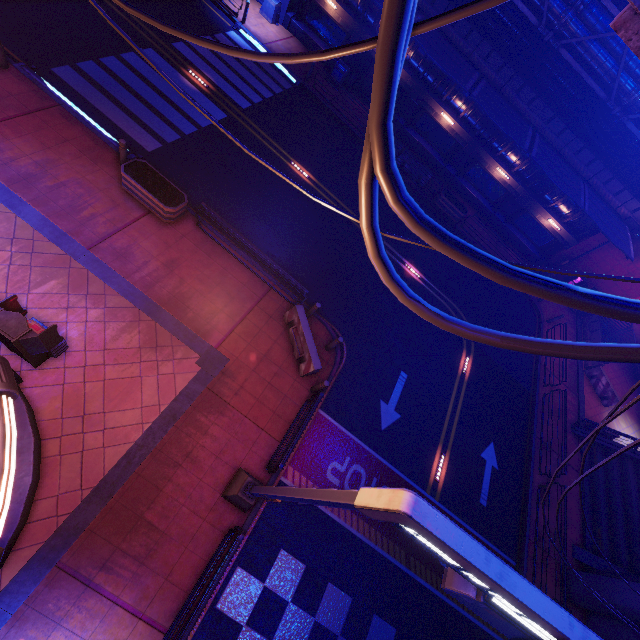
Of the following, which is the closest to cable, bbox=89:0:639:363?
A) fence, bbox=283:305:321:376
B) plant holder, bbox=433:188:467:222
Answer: fence, bbox=283:305:321:376

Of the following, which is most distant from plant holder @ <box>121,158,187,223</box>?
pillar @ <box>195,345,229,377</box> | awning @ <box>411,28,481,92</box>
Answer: awning @ <box>411,28,481,92</box>

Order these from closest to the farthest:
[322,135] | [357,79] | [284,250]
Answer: [284,250], [322,135], [357,79]

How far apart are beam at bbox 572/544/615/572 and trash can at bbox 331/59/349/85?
28.39m

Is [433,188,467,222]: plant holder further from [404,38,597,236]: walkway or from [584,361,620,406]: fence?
[584,361,620,406]: fence

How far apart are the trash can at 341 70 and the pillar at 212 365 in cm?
1997

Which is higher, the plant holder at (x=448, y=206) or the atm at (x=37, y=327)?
the atm at (x=37, y=327)

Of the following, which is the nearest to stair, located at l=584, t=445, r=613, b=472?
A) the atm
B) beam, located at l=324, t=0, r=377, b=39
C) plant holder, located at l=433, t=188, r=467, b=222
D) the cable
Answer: the cable
